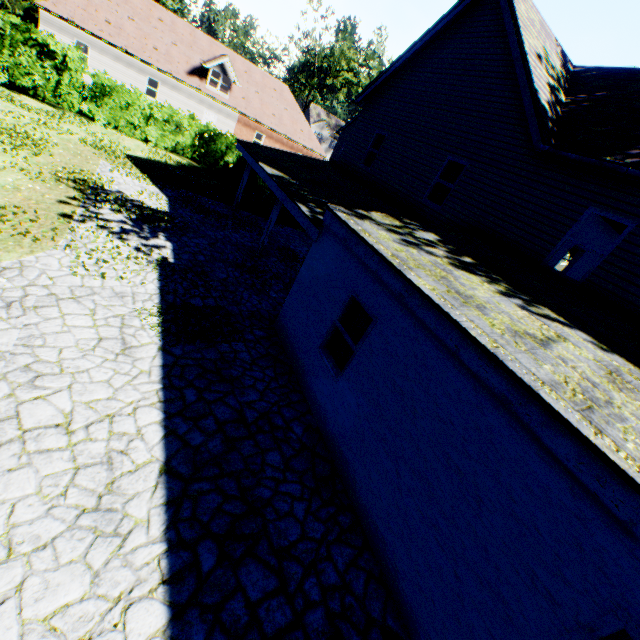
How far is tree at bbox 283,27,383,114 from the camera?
41.7m

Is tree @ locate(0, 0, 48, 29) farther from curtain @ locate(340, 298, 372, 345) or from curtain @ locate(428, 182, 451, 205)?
curtain @ locate(340, 298, 372, 345)

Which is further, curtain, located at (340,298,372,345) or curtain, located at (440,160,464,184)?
curtain, located at (440,160,464,184)

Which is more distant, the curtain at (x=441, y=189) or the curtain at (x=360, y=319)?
the curtain at (x=441, y=189)

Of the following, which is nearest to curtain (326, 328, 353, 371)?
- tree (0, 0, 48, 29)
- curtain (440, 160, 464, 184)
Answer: curtain (440, 160, 464, 184)

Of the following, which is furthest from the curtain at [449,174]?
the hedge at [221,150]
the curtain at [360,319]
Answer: the hedge at [221,150]

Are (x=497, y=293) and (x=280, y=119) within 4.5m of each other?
no

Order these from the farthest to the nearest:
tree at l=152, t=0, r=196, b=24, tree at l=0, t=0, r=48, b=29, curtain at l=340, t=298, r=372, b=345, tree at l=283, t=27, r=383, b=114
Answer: tree at l=283, t=27, r=383, b=114, tree at l=152, t=0, r=196, b=24, tree at l=0, t=0, r=48, b=29, curtain at l=340, t=298, r=372, b=345
